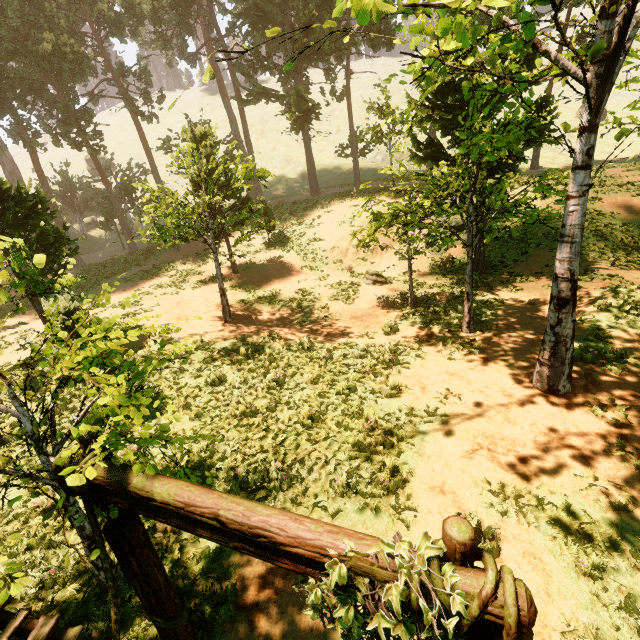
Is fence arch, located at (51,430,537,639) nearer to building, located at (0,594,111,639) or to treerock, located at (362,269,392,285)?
building, located at (0,594,111,639)

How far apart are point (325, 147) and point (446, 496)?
56.6 meters

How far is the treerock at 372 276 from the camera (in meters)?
17.58

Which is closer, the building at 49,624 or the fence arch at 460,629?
the fence arch at 460,629

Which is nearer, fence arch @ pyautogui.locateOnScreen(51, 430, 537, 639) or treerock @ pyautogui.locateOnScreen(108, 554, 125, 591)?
fence arch @ pyautogui.locateOnScreen(51, 430, 537, 639)
